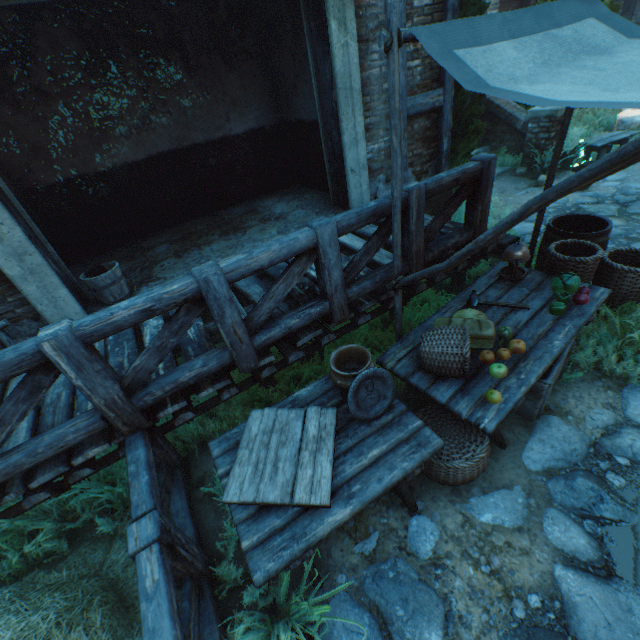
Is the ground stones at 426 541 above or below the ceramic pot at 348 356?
below

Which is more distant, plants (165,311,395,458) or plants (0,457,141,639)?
plants (165,311,395,458)

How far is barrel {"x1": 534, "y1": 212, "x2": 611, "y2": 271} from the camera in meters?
3.7

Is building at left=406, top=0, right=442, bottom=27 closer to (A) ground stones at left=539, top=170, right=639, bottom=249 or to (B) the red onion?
(A) ground stones at left=539, top=170, right=639, bottom=249

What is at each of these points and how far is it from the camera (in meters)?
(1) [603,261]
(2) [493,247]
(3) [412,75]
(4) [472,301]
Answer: (1) wicker basket, 3.53
(2) stairs, 4.16
(3) building, 4.66
(4) hammer, 3.32

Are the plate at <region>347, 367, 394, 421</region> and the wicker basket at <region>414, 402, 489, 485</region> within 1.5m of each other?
yes

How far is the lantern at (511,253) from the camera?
3.40m

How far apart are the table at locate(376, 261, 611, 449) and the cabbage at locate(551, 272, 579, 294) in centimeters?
8cm
